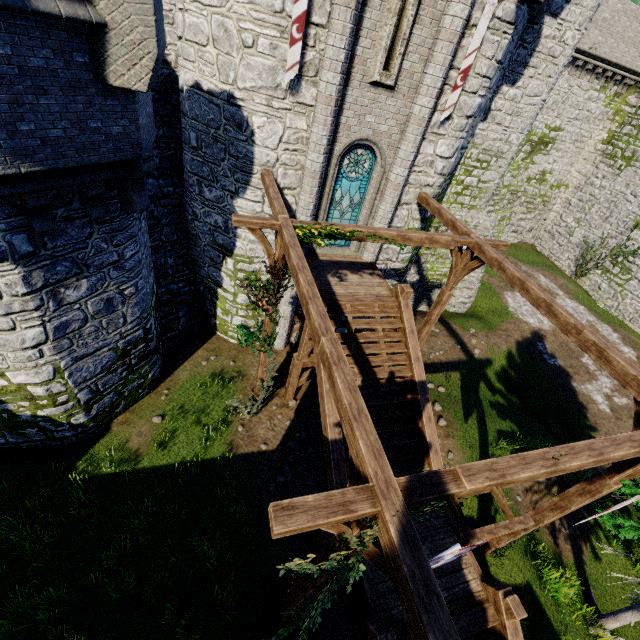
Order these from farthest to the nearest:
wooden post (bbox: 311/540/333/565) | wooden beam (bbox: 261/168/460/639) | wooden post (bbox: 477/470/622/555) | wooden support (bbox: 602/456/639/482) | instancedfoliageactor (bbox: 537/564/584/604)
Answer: instancedfoliageactor (bbox: 537/564/584/604) → wooden post (bbox: 477/470/622/555) → wooden support (bbox: 602/456/639/482) → wooden post (bbox: 311/540/333/565) → wooden beam (bbox: 261/168/460/639)

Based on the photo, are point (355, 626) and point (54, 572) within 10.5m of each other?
yes

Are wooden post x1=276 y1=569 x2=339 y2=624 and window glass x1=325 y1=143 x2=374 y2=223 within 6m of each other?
no

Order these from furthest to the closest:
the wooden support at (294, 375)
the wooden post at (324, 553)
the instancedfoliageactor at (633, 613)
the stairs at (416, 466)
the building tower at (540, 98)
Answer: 1. the building tower at (540, 98)
2. the wooden support at (294, 375)
3. the stairs at (416, 466)
4. the instancedfoliageactor at (633, 613)
5. the wooden post at (324, 553)

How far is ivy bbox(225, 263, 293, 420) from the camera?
8.2 meters

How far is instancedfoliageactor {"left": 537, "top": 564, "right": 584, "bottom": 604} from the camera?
8.59m

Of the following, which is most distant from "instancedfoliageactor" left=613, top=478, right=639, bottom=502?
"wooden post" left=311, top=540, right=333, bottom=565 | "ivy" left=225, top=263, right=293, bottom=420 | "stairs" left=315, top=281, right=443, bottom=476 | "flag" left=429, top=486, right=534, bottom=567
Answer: "wooden post" left=311, top=540, right=333, bottom=565

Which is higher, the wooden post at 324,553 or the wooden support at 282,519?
the wooden support at 282,519
